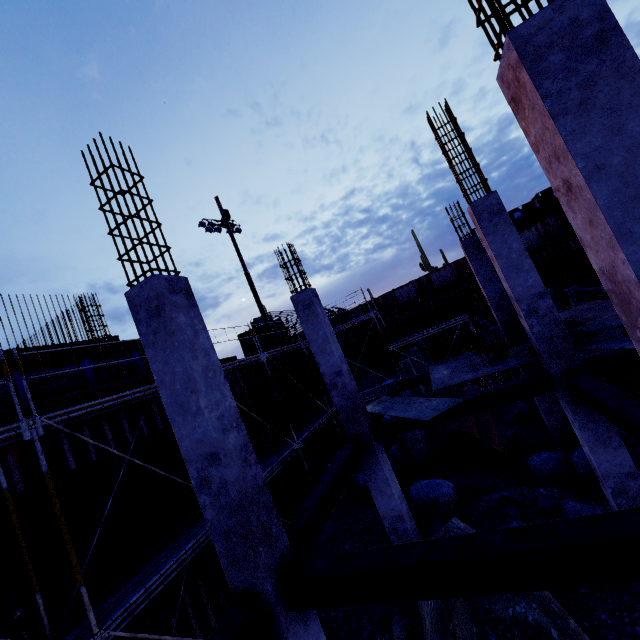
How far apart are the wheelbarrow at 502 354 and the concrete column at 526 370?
2.15m

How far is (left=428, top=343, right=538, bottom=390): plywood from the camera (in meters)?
8.69

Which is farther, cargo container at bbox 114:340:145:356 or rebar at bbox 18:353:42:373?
cargo container at bbox 114:340:145:356

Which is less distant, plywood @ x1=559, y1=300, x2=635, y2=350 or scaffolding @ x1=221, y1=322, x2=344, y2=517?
plywood @ x1=559, y1=300, x2=635, y2=350

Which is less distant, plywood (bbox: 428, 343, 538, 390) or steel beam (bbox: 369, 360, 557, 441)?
steel beam (bbox: 369, 360, 557, 441)

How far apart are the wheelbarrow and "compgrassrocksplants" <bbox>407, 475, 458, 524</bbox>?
4.0m

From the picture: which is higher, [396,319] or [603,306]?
[396,319]

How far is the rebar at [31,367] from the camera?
11.7 meters
